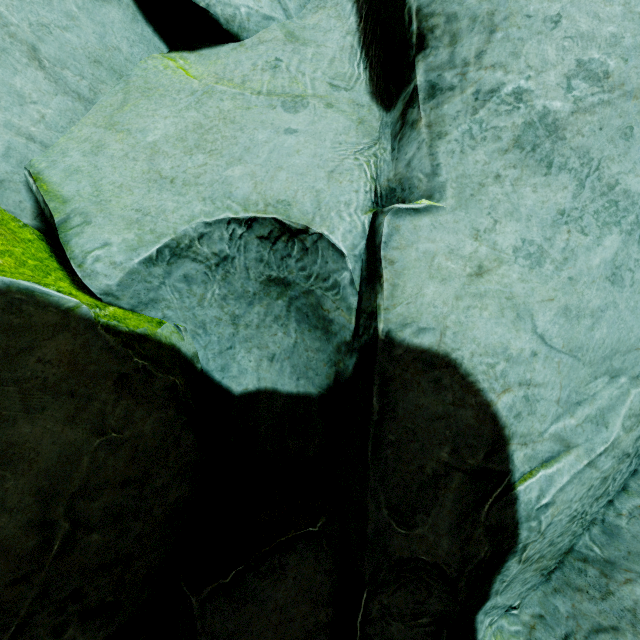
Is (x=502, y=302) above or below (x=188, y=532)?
above
